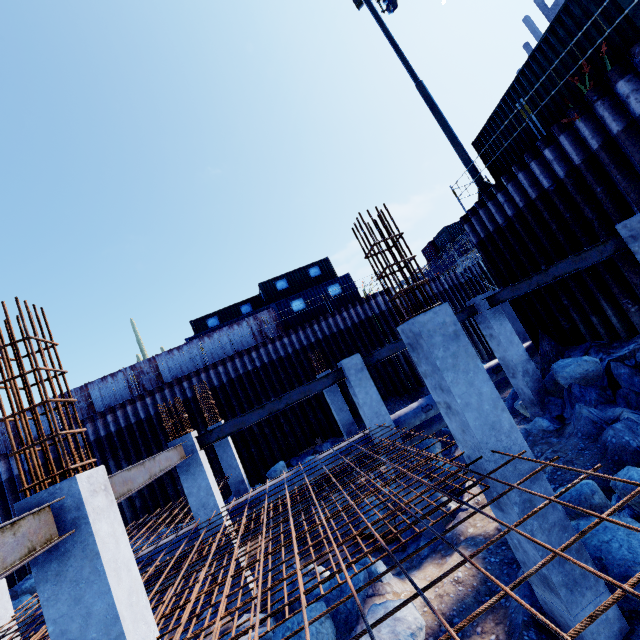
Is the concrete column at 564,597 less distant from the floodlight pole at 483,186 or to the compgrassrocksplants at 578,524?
the compgrassrocksplants at 578,524

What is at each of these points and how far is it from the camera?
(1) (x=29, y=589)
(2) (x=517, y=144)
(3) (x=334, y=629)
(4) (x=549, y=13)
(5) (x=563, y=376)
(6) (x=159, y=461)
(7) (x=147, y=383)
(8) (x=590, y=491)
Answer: (1) compgrassrocksplants, 12.20m
(2) cargo container, 11.38m
(3) compgrassrocksplants, 5.79m
(4) concrete column, 43.19m
(5) compgrassrocksplants, 8.90m
(6) steel beam, 6.45m
(7) fence, 19.59m
(8) compgrassrocksplants, 5.17m

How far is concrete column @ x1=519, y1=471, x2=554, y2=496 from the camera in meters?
4.1

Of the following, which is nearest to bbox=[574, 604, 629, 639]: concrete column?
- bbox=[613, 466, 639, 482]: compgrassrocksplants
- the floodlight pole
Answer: bbox=[613, 466, 639, 482]: compgrassrocksplants

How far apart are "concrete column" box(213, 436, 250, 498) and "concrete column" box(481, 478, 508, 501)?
10.4 meters

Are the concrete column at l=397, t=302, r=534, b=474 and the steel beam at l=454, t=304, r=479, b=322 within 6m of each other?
yes

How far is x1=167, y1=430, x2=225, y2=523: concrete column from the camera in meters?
7.9

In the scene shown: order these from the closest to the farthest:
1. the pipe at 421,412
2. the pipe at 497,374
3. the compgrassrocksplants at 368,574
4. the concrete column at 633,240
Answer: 1. the concrete column at 633,240
2. the compgrassrocksplants at 368,574
3. the pipe at 421,412
4. the pipe at 497,374
